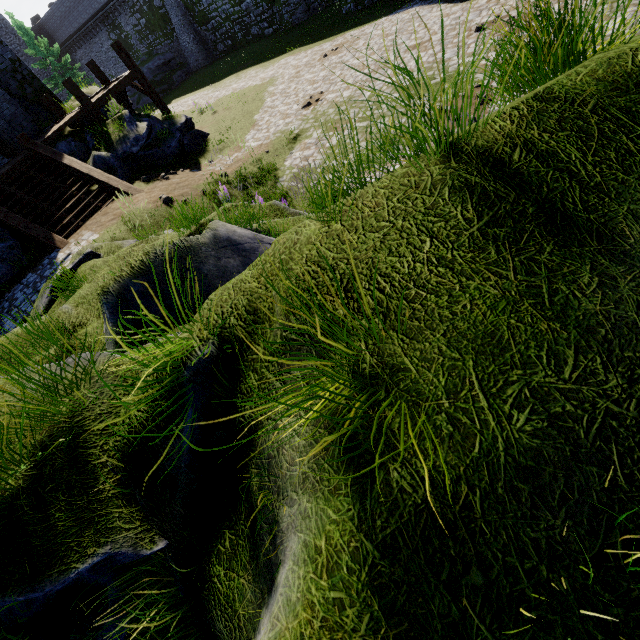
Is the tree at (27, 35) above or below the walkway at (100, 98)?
above

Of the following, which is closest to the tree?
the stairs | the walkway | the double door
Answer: the walkway

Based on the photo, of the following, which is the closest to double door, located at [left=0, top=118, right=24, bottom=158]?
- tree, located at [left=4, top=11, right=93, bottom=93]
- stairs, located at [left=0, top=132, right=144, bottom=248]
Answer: stairs, located at [left=0, top=132, right=144, bottom=248]

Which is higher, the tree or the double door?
the tree

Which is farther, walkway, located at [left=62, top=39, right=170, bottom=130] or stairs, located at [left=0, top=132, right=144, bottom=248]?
walkway, located at [left=62, top=39, right=170, bottom=130]

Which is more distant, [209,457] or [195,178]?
[195,178]

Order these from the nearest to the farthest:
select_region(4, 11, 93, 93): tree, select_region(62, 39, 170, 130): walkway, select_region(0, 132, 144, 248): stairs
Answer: select_region(0, 132, 144, 248): stairs, select_region(62, 39, 170, 130): walkway, select_region(4, 11, 93, 93): tree

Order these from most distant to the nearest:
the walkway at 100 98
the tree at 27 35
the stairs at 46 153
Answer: the tree at 27 35 → the walkway at 100 98 → the stairs at 46 153
